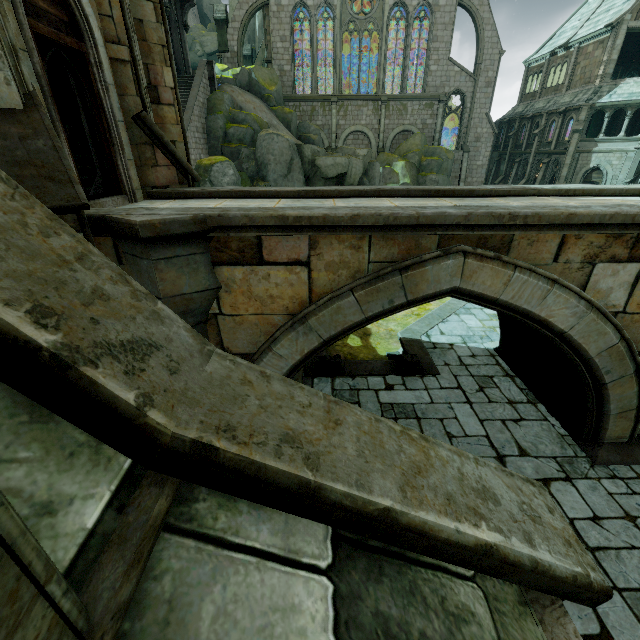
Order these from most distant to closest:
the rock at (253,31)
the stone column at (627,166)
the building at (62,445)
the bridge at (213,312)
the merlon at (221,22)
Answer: the rock at (253,31) → the merlon at (221,22) → the stone column at (627,166) → the bridge at (213,312) → the building at (62,445)

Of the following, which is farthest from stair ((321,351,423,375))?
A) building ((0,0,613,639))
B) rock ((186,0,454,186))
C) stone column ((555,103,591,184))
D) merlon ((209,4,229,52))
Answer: merlon ((209,4,229,52))

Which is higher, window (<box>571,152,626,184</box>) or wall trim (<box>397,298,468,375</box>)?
window (<box>571,152,626,184</box>)

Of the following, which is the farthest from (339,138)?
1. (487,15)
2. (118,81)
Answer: Answer: (118,81)

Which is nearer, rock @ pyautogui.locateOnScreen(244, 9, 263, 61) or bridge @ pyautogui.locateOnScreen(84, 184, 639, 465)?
bridge @ pyautogui.locateOnScreen(84, 184, 639, 465)

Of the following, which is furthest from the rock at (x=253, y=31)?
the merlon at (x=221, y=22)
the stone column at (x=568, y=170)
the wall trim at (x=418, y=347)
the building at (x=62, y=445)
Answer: the wall trim at (x=418, y=347)

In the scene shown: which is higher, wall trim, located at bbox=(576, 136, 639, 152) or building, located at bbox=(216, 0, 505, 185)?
building, located at bbox=(216, 0, 505, 185)

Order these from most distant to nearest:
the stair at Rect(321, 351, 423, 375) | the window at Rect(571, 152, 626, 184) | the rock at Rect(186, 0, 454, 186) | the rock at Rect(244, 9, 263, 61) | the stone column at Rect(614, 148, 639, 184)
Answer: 1. the rock at Rect(244, 9, 263, 61)
2. the window at Rect(571, 152, 626, 184)
3. the stone column at Rect(614, 148, 639, 184)
4. the rock at Rect(186, 0, 454, 186)
5. the stair at Rect(321, 351, 423, 375)
